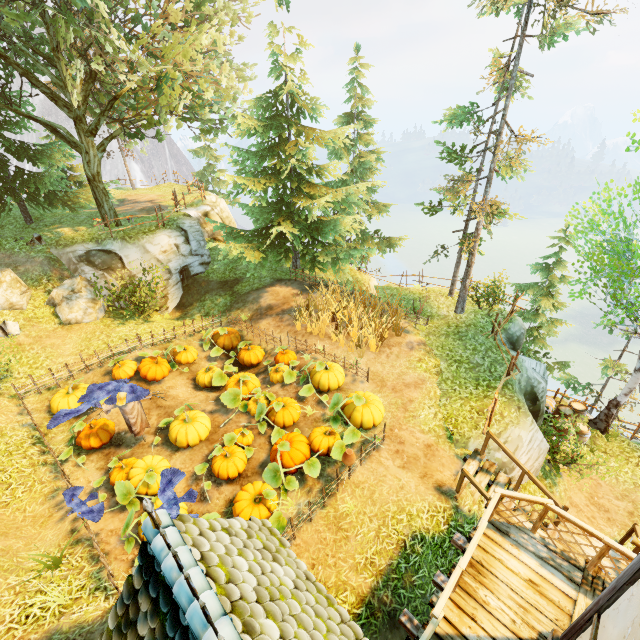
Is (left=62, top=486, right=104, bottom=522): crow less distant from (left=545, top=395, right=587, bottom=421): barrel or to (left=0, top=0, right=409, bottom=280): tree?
(left=0, top=0, right=409, bottom=280): tree

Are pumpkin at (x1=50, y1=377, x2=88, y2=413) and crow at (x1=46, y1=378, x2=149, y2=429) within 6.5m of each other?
yes

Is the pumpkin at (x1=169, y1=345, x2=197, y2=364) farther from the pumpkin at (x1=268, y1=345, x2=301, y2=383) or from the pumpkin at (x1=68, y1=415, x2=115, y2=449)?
the pumpkin at (x1=68, y1=415, x2=115, y2=449)

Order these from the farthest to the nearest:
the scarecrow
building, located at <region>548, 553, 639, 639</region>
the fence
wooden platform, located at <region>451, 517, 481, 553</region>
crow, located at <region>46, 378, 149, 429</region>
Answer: the scarecrow, crow, located at <region>46, 378, 149, 429</region>, wooden platform, located at <region>451, 517, 481, 553</region>, the fence, building, located at <region>548, 553, 639, 639</region>

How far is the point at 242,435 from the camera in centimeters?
916cm

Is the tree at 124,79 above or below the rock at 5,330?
above

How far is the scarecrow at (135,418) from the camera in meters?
8.8 m

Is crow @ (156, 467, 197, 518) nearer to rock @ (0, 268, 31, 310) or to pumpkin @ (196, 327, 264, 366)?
pumpkin @ (196, 327, 264, 366)
